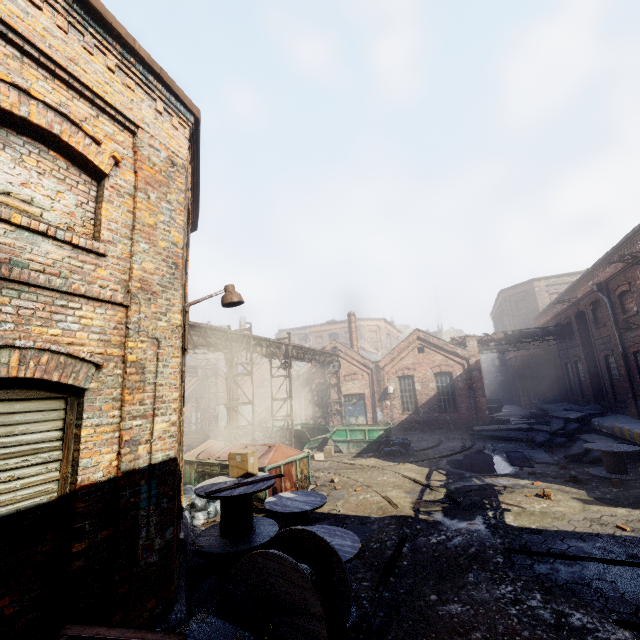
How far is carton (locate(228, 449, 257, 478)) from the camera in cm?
660

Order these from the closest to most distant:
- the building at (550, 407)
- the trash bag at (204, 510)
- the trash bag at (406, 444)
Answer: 1. the trash bag at (204, 510)
2. the trash bag at (406, 444)
3. the building at (550, 407)

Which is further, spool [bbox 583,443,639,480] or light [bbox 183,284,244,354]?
spool [bbox 583,443,639,480]

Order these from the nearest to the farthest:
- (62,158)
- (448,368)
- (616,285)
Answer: (62,158) → (616,285) → (448,368)

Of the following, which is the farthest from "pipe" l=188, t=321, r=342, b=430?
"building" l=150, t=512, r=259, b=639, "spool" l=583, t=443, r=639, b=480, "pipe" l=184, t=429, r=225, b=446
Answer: "spool" l=583, t=443, r=639, b=480

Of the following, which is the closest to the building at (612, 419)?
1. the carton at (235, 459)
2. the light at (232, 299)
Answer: the carton at (235, 459)

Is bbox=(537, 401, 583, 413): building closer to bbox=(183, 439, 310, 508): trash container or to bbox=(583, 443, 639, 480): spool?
bbox=(583, 443, 639, 480): spool

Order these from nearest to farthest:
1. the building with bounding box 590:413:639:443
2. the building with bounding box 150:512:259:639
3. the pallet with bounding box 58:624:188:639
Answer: the pallet with bounding box 58:624:188:639 → the building with bounding box 150:512:259:639 → the building with bounding box 590:413:639:443
